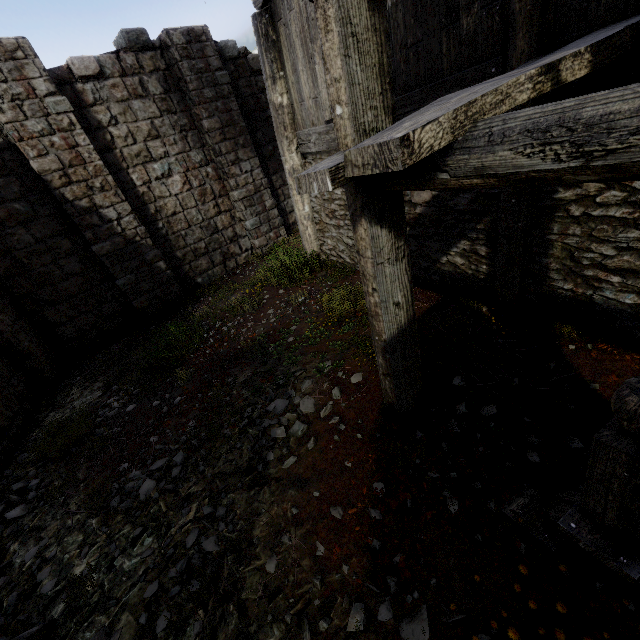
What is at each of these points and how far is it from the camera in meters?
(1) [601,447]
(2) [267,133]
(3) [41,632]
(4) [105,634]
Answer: (1) building, 1.7 m
(2) building, 10.9 m
(3) rubble, 2.7 m
(4) rubble, 2.6 m

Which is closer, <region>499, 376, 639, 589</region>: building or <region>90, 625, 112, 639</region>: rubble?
<region>499, 376, 639, 589</region>: building

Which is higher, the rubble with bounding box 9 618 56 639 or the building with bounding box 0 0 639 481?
the building with bounding box 0 0 639 481

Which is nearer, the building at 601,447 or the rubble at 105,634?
the building at 601,447
